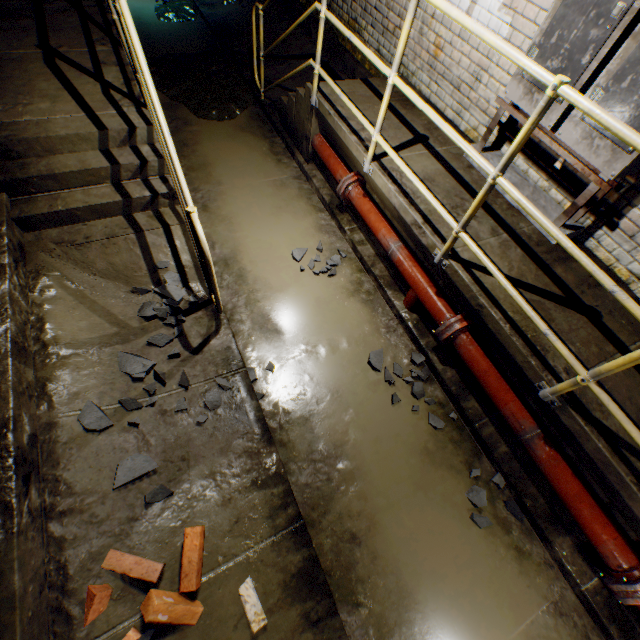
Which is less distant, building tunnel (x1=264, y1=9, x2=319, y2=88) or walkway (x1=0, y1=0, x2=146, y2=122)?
walkway (x1=0, y1=0, x2=146, y2=122)

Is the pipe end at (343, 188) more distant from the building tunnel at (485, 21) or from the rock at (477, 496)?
the rock at (477, 496)

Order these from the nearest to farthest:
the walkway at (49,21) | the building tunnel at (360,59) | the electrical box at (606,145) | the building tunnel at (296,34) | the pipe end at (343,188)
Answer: the electrical box at (606,145) < the walkway at (49,21) < the pipe end at (343,188) < the building tunnel at (360,59) < the building tunnel at (296,34)

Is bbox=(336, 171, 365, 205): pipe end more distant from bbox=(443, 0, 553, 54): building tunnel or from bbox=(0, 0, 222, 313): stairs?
bbox=(0, 0, 222, 313): stairs

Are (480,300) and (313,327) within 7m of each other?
yes

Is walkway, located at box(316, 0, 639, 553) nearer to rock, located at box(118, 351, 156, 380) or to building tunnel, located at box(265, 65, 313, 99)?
building tunnel, located at box(265, 65, 313, 99)

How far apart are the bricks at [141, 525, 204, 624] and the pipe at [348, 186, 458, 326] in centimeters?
244cm

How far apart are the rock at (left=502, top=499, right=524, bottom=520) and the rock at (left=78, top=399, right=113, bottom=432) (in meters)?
3.10
